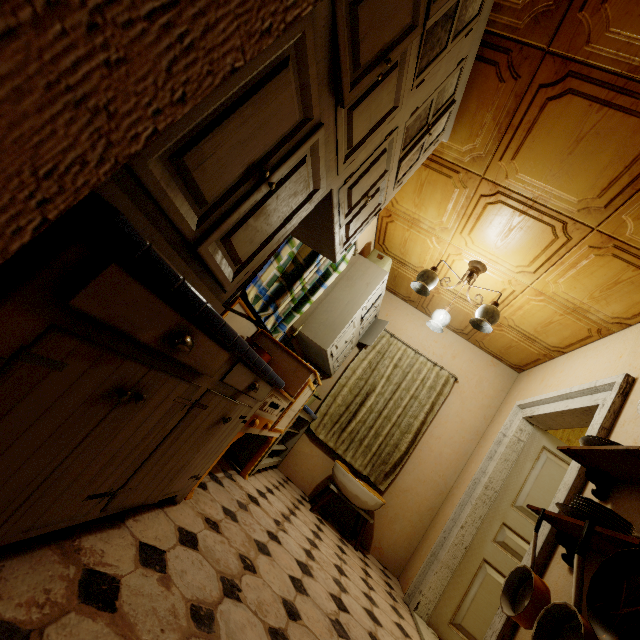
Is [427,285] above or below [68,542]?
above

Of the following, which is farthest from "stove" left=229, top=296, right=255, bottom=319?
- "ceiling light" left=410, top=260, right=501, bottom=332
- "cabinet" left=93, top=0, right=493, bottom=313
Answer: "ceiling light" left=410, top=260, right=501, bottom=332

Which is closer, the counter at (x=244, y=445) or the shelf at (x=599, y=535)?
the shelf at (x=599, y=535)

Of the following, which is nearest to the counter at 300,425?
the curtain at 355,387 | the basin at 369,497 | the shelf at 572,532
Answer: the curtain at 355,387

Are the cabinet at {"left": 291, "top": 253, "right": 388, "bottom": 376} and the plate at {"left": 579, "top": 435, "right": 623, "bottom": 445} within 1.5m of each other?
no

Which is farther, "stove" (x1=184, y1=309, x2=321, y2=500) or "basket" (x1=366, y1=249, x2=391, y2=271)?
"basket" (x1=366, y1=249, x2=391, y2=271)

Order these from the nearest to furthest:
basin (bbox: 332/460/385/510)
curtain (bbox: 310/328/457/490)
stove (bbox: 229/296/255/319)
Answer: stove (bbox: 229/296/255/319), basin (bbox: 332/460/385/510), curtain (bbox: 310/328/457/490)

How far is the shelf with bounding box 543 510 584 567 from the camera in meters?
1.5 m
